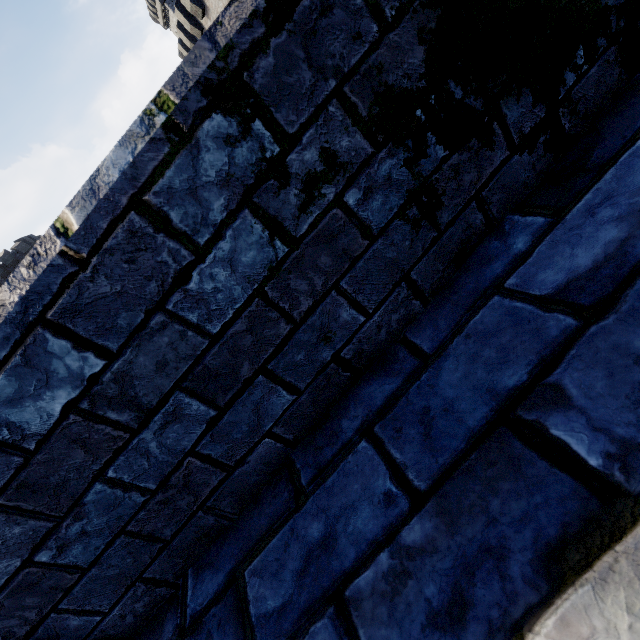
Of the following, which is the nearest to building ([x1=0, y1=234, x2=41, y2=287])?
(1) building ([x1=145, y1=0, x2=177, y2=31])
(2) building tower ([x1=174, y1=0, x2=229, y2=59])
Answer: (2) building tower ([x1=174, y1=0, x2=229, y2=59])

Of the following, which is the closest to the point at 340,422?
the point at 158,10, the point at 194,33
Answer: the point at 194,33

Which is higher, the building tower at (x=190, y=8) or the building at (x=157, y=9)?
the building at (x=157, y=9)

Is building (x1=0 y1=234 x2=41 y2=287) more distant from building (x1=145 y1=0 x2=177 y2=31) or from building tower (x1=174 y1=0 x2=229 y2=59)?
building (x1=145 y1=0 x2=177 y2=31)

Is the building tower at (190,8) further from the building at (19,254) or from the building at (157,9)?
the building at (157,9)

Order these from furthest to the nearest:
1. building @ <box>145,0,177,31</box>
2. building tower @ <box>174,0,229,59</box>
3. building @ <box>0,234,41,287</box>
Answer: building @ <box>145,0,177,31</box> < building @ <box>0,234,41,287</box> < building tower @ <box>174,0,229,59</box>

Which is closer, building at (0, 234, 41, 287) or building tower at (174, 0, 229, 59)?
building tower at (174, 0, 229, 59)
